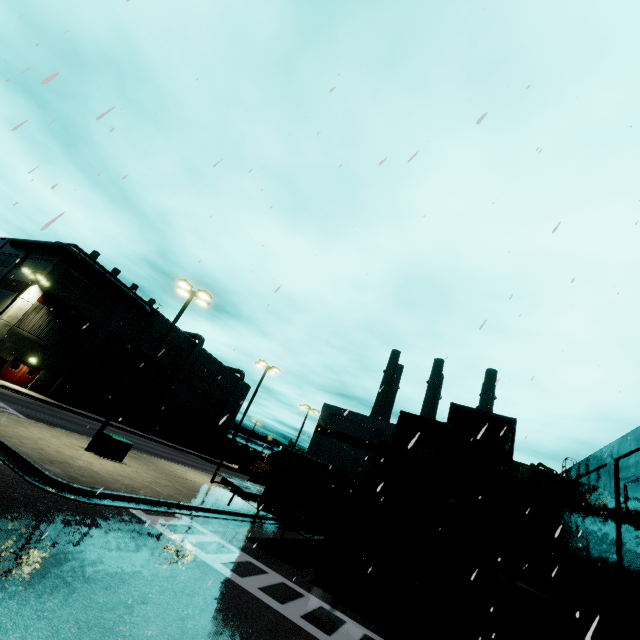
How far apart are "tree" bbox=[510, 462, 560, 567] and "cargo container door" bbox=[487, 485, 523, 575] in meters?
19.6

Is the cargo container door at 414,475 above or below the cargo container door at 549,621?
above

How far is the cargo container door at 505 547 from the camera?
10.27m

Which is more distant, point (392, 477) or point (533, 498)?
point (533, 498)

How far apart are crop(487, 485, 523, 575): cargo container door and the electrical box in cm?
1678

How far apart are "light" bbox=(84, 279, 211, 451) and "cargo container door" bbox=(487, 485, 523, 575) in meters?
16.9 m

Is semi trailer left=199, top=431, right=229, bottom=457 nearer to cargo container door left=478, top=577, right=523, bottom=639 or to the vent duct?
the vent duct

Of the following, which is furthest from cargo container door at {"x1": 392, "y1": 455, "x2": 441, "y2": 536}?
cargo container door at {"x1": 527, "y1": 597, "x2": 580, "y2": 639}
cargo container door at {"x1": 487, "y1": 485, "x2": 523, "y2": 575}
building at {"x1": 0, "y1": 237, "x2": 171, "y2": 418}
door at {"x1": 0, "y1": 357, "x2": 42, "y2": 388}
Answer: door at {"x1": 0, "y1": 357, "x2": 42, "y2": 388}
